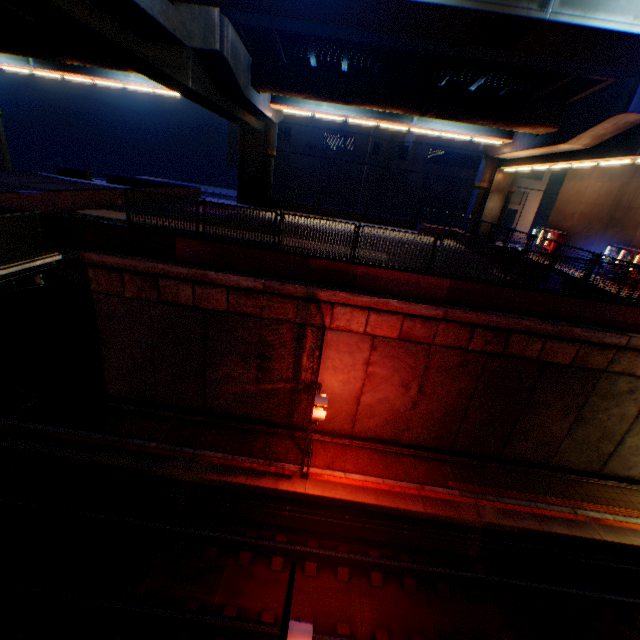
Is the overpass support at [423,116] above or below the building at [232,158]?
above

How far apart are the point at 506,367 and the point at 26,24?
30.1m

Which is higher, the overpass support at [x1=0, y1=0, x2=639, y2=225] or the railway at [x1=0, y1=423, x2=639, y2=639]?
the overpass support at [x1=0, y1=0, x2=639, y2=225]

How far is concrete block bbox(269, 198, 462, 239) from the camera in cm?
2741

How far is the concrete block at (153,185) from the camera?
24.47m

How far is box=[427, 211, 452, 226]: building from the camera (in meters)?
41.42

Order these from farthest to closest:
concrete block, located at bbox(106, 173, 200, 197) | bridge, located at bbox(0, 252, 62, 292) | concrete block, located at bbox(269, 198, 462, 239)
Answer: concrete block, located at bbox(269, 198, 462, 239)
concrete block, located at bbox(106, 173, 200, 197)
bridge, located at bbox(0, 252, 62, 292)
